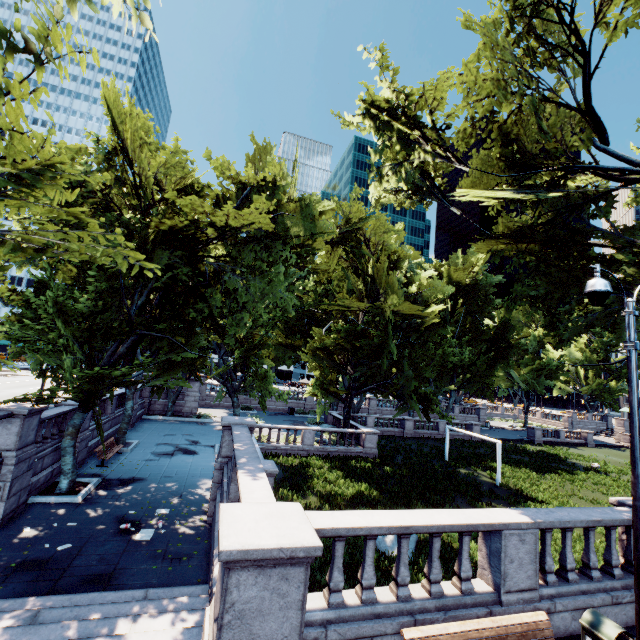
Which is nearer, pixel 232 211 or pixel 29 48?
pixel 29 48

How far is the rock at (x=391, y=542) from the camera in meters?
12.4

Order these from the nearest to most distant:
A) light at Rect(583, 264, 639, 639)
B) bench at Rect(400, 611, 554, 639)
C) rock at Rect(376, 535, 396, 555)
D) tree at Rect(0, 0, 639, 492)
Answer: bench at Rect(400, 611, 554, 639) → light at Rect(583, 264, 639, 639) → tree at Rect(0, 0, 639, 492) → rock at Rect(376, 535, 396, 555)

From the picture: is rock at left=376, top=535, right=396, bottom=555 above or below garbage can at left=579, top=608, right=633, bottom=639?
below

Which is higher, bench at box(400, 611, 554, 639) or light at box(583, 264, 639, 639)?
light at box(583, 264, 639, 639)

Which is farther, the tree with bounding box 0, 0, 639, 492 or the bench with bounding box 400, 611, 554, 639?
the tree with bounding box 0, 0, 639, 492

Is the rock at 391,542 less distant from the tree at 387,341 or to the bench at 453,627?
the bench at 453,627

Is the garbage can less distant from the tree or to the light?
the light
